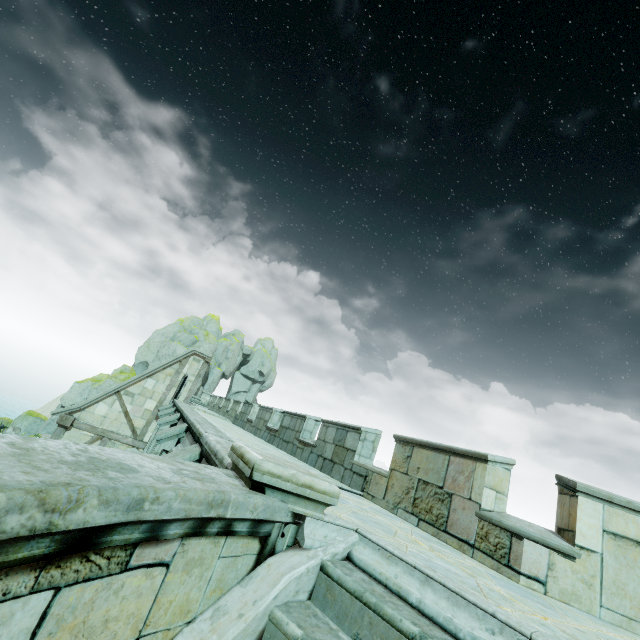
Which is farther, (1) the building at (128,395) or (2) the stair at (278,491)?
(1) the building at (128,395)

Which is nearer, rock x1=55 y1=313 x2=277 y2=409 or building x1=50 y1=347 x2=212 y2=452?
building x1=50 y1=347 x2=212 y2=452

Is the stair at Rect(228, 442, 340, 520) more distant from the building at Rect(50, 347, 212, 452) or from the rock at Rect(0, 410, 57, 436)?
the rock at Rect(0, 410, 57, 436)

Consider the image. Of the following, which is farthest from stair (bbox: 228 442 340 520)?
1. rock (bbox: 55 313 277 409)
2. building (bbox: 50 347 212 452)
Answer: rock (bbox: 55 313 277 409)

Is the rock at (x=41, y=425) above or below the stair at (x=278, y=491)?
below

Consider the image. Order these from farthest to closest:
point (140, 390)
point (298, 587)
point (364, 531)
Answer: point (140, 390) < point (364, 531) < point (298, 587)

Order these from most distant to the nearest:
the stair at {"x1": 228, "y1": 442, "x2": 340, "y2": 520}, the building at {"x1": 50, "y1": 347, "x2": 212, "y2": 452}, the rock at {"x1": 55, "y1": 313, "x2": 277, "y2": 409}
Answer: the rock at {"x1": 55, "y1": 313, "x2": 277, "y2": 409} < the building at {"x1": 50, "y1": 347, "x2": 212, "y2": 452} < the stair at {"x1": 228, "y1": 442, "x2": 340, "y2": 520}
